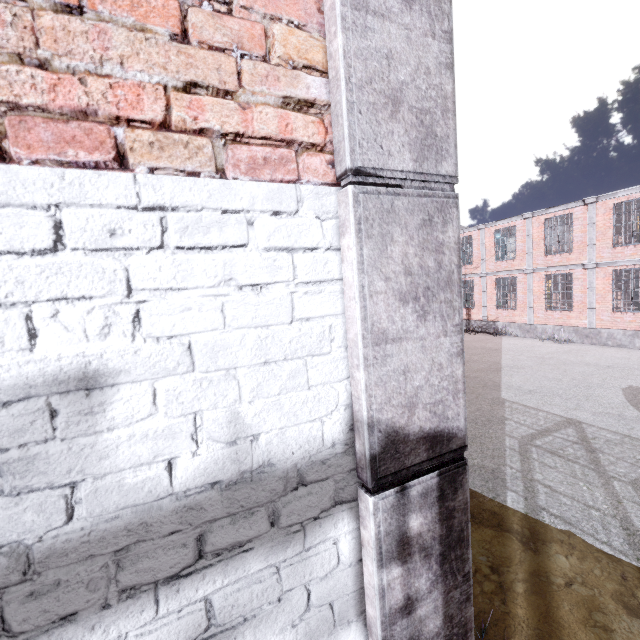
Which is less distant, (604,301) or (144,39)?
(144,39)
